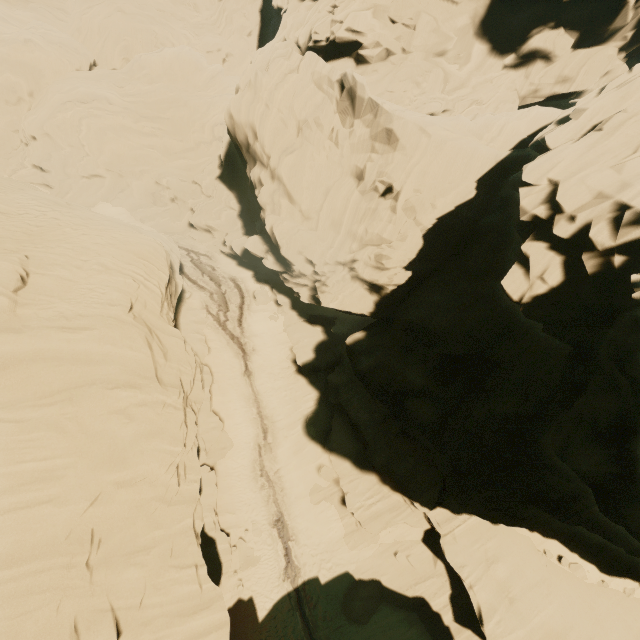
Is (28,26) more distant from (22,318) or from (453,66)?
(453,66)
